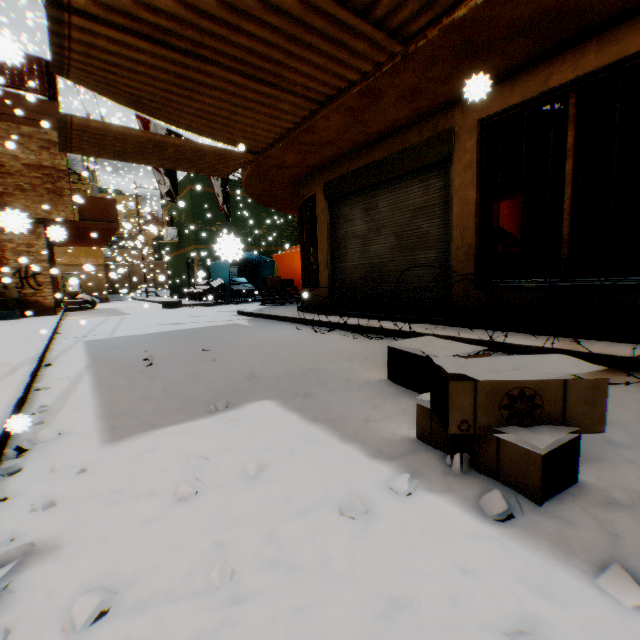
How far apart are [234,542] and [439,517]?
0.8m

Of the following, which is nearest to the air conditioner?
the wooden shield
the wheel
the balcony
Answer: the balcony

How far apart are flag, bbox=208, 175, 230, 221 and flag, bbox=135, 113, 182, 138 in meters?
0.6

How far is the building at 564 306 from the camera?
3.9 meters

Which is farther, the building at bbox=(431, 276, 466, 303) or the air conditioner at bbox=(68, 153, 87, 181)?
the air conditioner at bbox=(68, 153, 87, 181)

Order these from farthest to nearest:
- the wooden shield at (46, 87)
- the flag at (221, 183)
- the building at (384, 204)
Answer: the flag at (221, 183)
the building at (384, 204)
the wooden shield at (46, 87)

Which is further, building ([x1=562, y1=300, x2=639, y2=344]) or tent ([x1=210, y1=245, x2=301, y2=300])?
tent ([x1=210, y1=245, x2=301, y2=300])
